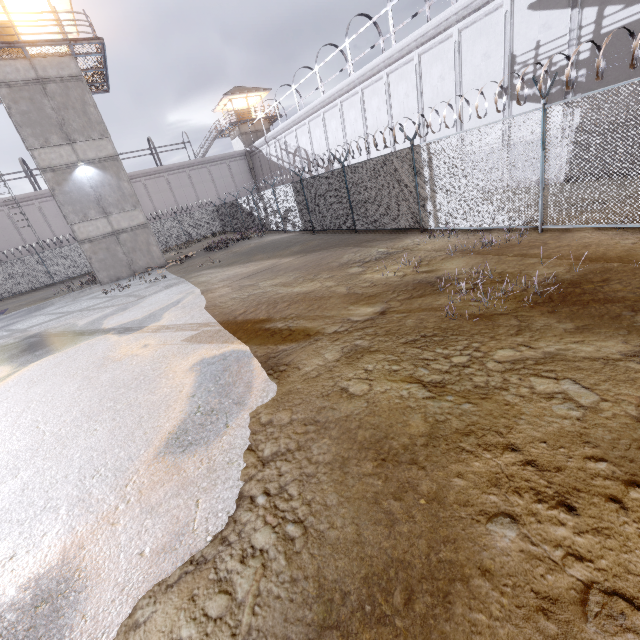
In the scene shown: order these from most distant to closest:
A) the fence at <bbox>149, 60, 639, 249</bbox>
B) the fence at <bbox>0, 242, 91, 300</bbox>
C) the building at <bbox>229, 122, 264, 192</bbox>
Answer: the building at <bbox>229, 122, 264, 192</bbox> < the fence at <bbox>0, 242, 91, 300</bbox> < the fence at <bbox>149, 60, 639, 249</bbox>

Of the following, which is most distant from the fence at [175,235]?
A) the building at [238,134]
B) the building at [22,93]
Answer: the building at [238,134]

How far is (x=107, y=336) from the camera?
9.5m

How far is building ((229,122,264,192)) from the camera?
39.3 meters

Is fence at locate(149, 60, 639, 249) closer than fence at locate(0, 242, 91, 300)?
Yes

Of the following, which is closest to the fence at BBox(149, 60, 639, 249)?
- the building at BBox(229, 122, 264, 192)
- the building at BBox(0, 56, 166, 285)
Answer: the building at BBox(0, 56, 166, 285)

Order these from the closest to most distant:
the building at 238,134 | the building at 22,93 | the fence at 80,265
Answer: the building at 22,93
the fence at 80,265
the building at 238,134
